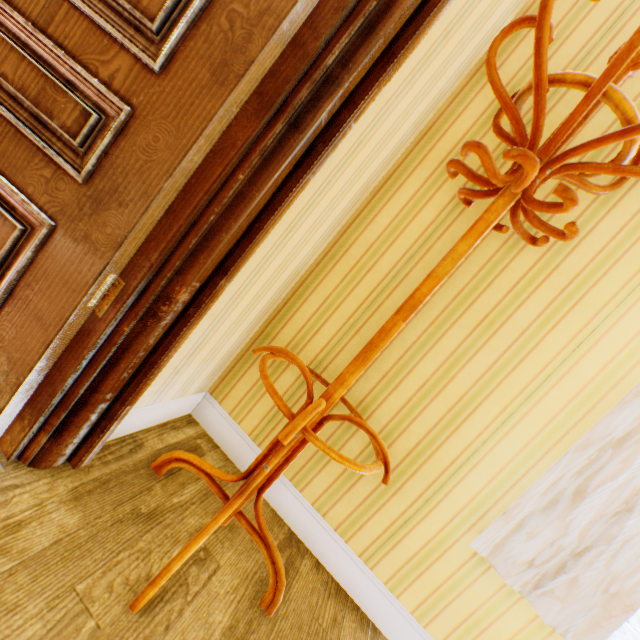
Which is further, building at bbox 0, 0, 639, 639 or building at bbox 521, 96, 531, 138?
building at bbox 521, 96, 531, 138

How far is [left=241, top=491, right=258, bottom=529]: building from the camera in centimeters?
151cm

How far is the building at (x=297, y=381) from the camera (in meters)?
1.68

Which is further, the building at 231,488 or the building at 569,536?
the building at 231,488

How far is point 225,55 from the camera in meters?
0.8

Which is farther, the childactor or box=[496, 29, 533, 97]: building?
box=[496, 29, 533, 97]: building
